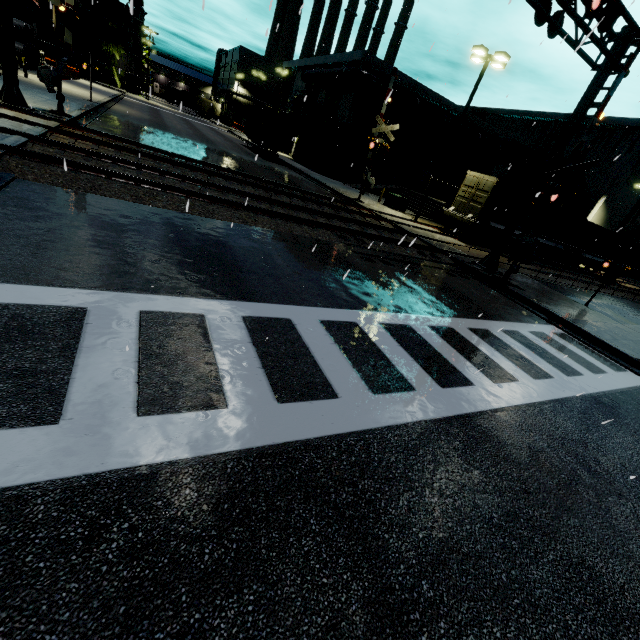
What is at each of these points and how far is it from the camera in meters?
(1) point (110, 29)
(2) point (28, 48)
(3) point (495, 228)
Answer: (1) tree, 52.7
(2) concrete pipe stack, 31.4
(3) flatcar, 22.0

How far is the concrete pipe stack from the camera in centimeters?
2986cm

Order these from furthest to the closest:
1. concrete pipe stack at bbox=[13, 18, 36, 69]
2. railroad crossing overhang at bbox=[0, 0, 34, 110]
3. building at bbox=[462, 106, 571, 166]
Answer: building at bbox=[462, 106, 571, 166]
concrete pipe stack at bbox=[13, 18, 36, 69]
railroad crossing overhang at bbox=[0, 0, 34, 110]

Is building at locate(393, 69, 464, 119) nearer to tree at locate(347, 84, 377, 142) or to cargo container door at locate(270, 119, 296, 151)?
tree at locate(347, 84, 377, 142)

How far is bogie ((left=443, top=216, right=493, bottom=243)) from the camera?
21.52m

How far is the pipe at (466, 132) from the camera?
35.88m

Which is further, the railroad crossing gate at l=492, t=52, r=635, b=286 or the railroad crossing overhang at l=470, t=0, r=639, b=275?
the railroad crossing gate at l=492, t=52, r=635, b=286

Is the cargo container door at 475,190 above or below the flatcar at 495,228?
above
